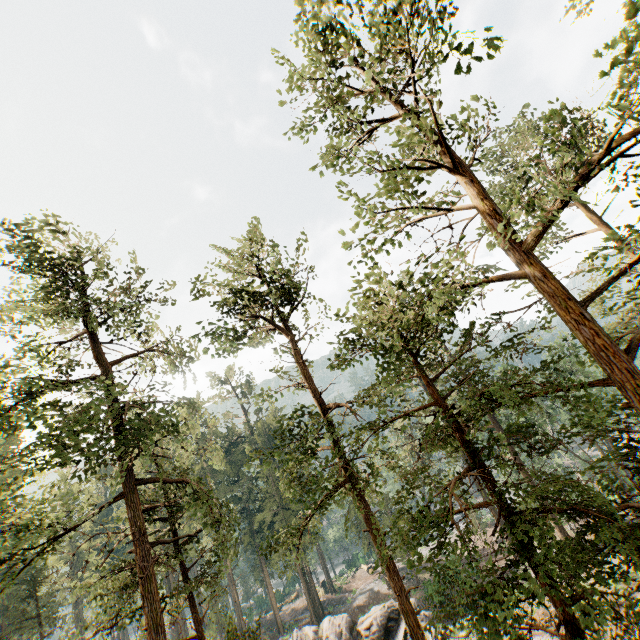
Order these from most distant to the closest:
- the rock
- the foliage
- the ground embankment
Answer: the ground embankment → the rock → the foliage

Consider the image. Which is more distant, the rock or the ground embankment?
the ground embankment

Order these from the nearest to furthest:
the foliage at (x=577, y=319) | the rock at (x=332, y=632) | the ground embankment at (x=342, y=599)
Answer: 1. the foliage at (x=577, y=319)
2. the rock at (x=332, y=632)
3. the ground embankment at (x=342, y=599)

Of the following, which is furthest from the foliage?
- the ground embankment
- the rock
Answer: the rock

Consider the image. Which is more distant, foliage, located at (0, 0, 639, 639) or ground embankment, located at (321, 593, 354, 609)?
ground embankment, located at (321, 593, 354, 609)

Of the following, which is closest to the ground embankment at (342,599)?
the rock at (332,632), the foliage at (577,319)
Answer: the foliage at (577,319)

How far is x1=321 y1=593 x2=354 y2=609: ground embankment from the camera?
43.12m

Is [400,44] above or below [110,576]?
above
